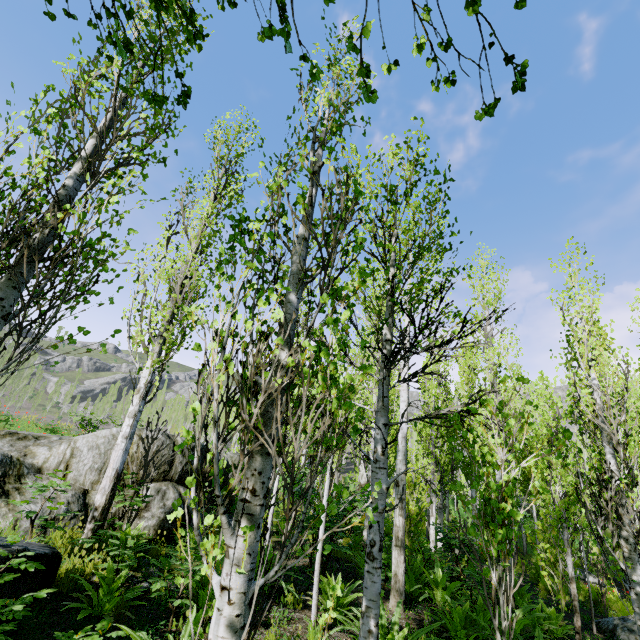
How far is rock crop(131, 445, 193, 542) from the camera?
7.0m

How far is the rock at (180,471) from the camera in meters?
7.0 m

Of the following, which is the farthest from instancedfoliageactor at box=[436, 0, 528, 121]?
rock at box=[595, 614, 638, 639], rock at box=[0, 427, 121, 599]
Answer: rock at box=[595, 614, 638, 639]

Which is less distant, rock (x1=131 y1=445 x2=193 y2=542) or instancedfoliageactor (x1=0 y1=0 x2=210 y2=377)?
instancedfoliageactor (x1=0 y1=0 x2=210 y2=377)

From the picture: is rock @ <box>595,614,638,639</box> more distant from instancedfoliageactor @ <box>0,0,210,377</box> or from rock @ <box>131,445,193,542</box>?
rock @ <box>131,445,193,542</box>

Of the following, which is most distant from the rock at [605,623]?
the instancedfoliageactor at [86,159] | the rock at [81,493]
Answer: the rock at [81,493]

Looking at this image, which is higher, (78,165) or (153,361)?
(78,165)
